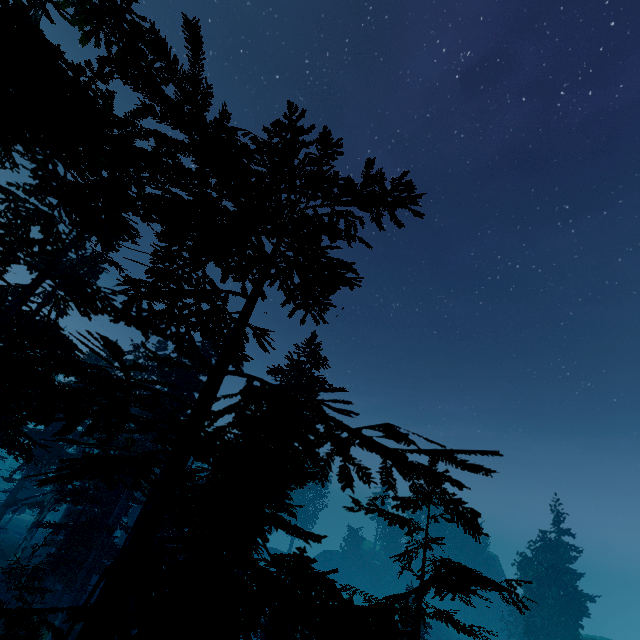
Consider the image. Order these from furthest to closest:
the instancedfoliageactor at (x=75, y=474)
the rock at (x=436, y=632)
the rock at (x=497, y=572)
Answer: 1. the rock at (x=497, y=572)
2. the rock at (x=436, y=632)
3. the instancedfoliageactor at (x=75, y=474)

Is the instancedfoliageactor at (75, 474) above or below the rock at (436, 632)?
above

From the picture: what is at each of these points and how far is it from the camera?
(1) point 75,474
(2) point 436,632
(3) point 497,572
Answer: (1) instancedfoliageactor, 5.11m
(2) rock, 47.88m
(3) rock, 58.97m

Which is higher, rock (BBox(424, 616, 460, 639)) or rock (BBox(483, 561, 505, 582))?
rock (BBox(483, 561, 505, 582))

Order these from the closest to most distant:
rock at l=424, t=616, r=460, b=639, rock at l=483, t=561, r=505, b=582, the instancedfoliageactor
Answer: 1. the instancedfoliageactor
2. rock at l=424, t=616, r=460, b=639
3. rock at l=483, t=561, r=505, b=582

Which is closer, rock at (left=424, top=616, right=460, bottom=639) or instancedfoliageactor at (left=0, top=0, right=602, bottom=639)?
instancedfoliageactor at (left=0, top=0, right=602, bottom=639)

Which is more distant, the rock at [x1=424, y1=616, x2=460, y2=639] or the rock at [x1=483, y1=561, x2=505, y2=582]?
the rock at [x1=483, y1=561, x2=505, y2=582]

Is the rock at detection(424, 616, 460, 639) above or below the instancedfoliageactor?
below
